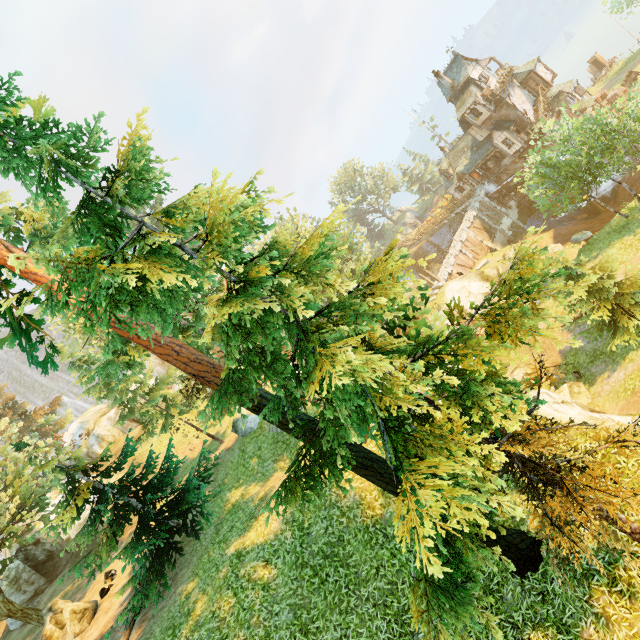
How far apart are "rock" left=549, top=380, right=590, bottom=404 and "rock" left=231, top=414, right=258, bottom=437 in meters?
17.4

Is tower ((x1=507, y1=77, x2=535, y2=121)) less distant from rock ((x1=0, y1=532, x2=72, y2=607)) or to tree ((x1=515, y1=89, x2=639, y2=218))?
tree ((x1=515, y1=89, x2=639, y2=218))

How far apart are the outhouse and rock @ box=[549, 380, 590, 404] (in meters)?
59.09

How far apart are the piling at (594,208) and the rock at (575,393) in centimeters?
3044cm

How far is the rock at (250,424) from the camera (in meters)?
20.75

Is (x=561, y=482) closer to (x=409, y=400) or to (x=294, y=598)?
(x=409, y=400)

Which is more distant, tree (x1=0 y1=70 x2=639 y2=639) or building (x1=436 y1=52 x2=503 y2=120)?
building (x1=436 y1=52 x2=503 y2=120)

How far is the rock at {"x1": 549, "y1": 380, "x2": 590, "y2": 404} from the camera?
17.67m
